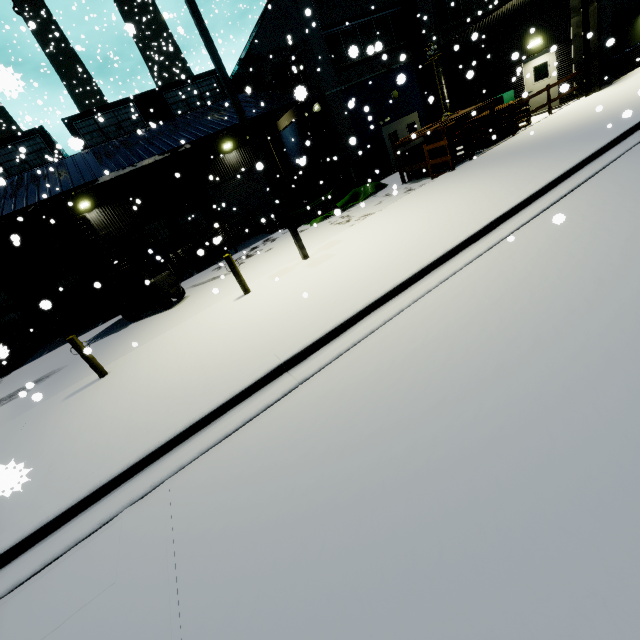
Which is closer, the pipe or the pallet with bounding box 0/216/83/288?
the pallet with bounding box 0/216/83/288

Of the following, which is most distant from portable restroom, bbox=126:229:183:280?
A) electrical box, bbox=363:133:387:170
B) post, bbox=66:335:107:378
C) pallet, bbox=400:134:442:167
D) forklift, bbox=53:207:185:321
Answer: electrical box, bbox=363:133:387:170

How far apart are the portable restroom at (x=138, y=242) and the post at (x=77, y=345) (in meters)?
9.59

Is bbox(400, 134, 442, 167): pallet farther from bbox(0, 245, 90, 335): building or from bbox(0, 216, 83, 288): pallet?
bbox(0, 216, 83, 288): pallet

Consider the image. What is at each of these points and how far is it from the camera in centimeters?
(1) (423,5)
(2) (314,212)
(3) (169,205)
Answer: (1) vent duct, 1702cm
(2) pipe, 1697cm
(3) building, 2092cm

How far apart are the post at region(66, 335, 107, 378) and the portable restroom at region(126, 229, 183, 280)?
9.59m

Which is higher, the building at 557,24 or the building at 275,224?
the building at 557,24

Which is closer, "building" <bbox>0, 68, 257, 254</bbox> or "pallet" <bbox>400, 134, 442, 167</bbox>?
"pallet" <bbox>400, 134, 442, 167</bbox>
